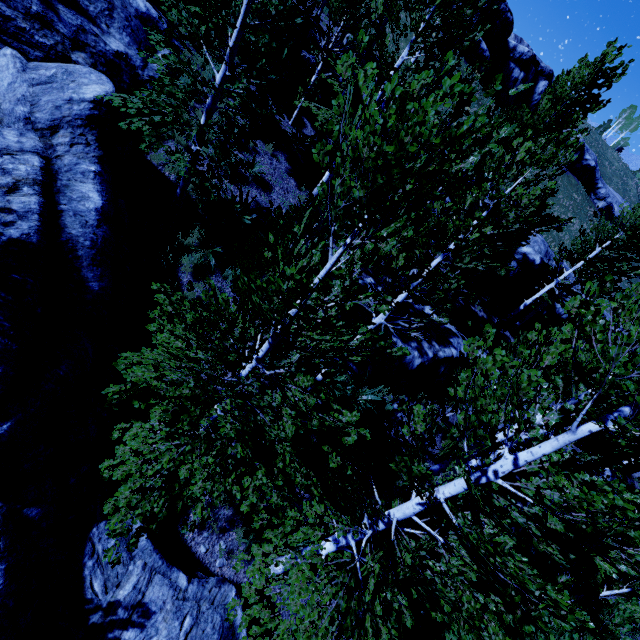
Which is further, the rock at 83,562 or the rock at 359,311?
the rock at 359,311

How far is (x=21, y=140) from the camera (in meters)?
6.47

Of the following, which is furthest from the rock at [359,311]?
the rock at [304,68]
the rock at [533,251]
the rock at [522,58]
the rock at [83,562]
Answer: the rock at [522,58]

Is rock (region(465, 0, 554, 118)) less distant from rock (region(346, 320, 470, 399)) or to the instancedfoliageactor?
the instancedfoliageactor

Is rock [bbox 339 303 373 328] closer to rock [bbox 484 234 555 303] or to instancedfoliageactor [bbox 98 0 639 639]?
instancedfoliageactor [bbox 98 0 639 639]

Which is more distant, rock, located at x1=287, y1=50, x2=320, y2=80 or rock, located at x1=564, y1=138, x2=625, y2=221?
rock, located at x1=564, y1=138, x2=625, y2=221

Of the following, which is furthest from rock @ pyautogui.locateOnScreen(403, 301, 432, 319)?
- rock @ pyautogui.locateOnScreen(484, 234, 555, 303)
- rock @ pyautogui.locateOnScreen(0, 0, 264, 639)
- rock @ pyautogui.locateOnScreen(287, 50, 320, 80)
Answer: rock @ pyautogui.locateOnScreen(287, 50, 320, 80)

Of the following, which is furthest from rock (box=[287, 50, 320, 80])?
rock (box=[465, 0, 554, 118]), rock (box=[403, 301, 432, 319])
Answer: rock (box=[465, 0, 554, 118])
